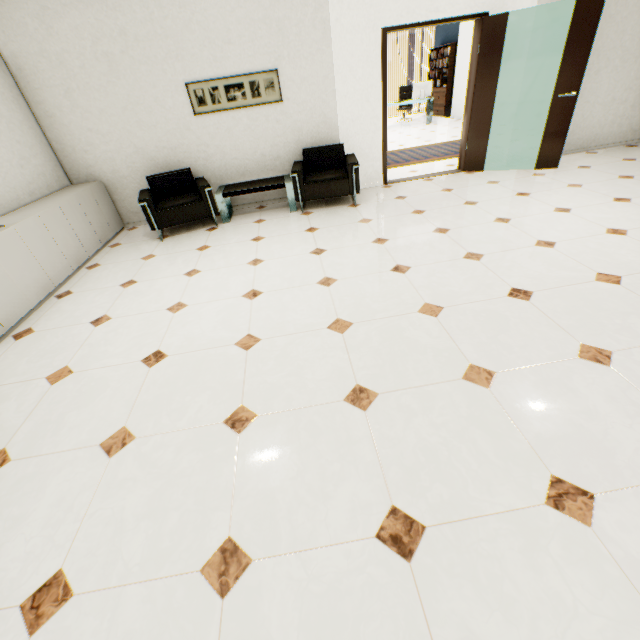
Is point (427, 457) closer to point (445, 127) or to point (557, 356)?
point (557, 356)

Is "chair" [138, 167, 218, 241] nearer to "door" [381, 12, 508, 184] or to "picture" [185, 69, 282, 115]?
"picture" [185, 69, 282, 115]

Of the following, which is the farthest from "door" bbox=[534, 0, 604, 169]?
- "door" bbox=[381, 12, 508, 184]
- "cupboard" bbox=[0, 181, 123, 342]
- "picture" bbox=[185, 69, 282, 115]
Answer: "cupboard" bbox=[0, 181, 123, 342]

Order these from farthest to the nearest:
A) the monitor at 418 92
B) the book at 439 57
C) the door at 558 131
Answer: the book at 439 57
the monitor at 418 92
the door at 558 131

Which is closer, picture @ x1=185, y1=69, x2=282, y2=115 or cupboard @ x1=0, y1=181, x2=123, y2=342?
cupboard @ x1=0, y1=181, x2=123, y2=342

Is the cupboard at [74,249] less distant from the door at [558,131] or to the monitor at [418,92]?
the door at [558,131]

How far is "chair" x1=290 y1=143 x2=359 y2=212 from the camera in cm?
478

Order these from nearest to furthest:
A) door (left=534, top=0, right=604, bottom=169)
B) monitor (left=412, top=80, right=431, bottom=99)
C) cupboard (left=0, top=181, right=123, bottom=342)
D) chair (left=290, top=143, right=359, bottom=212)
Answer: cupboard (left=0, top=181, right=123, bottom=342) → door (left=534, top=0, right=604, bottom=169) → chair (left=290, top=143, right=359, bottom=212) → monitor (left=412, top=80, right=431, bottom=99)
